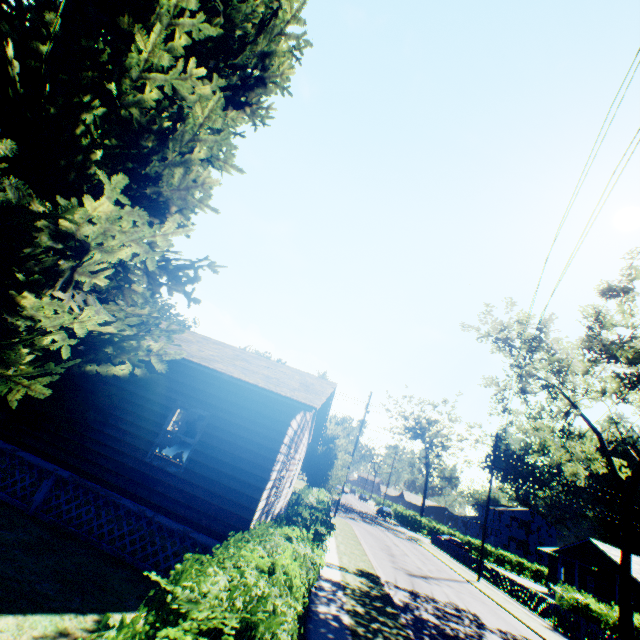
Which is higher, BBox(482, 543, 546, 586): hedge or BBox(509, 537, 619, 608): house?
BBox(509, 537, 619, 608): house

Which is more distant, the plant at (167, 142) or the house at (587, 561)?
the house at (587, 561)

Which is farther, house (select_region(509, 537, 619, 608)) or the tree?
house (select_region(509, 537, 619, 608))

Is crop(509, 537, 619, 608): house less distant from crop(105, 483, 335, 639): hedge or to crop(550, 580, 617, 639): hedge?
crop(550, 580, 617, 639): hedge

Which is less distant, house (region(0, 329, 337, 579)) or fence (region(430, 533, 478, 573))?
house (region(0, 329, 337, 579))

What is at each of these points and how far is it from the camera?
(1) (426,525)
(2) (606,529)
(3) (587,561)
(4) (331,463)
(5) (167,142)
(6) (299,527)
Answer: (1) hedge, 51.8 meters
(2) plant, 59.2 meters
(3) house, 31.3 meters
(4) tree, 21.1 meters
(5) plant, 7.2 meters
(6) hedge, 7.6 meters

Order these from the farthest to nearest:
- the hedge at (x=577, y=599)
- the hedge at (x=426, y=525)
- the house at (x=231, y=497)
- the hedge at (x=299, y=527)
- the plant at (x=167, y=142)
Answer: the hedge at (x=426, y=525) < the hedge at (x=577, y=599) < the house at (x=231, y=497) < the plant at (x=167, y=142) < the hedge at (x=299, y=527)

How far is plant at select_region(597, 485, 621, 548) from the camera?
56.7m
